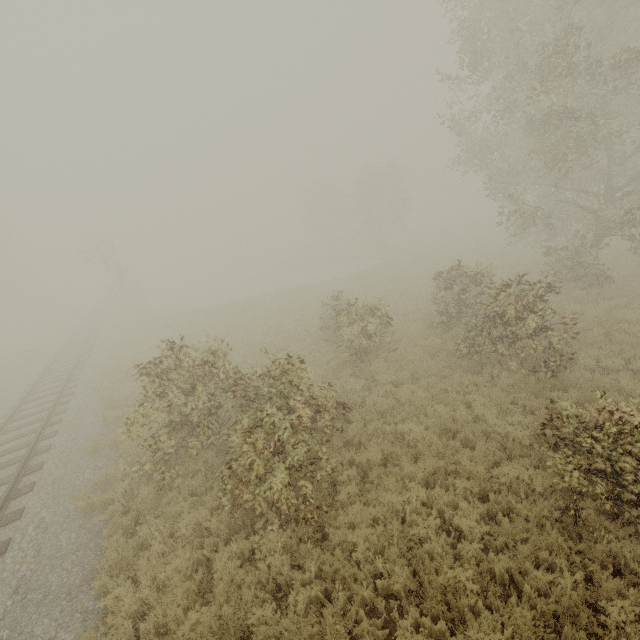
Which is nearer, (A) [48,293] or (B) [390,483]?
(B) [390,483]

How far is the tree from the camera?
31.6 meters

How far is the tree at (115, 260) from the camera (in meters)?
31.58
